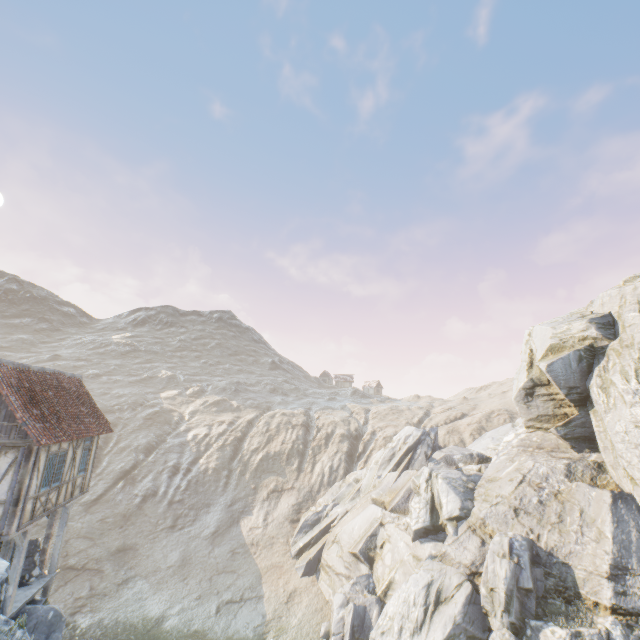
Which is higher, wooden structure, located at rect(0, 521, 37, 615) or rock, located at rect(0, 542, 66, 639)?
wooden structure, located at rect(0, 521, 37, 615)

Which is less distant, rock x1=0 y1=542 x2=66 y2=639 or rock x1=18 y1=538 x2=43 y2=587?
rock x1=0 y1=542 x2=66 y2=639

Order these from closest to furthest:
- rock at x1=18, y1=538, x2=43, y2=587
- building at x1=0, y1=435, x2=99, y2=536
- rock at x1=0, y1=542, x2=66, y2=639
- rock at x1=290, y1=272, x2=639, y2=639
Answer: rock at x1=0, y1=542, x2=66, y2=639
building at x1=0, y1=435, x2=99, y2=536
rock at x1=18, y1=538, x2=43, y2=587
rock at x1=290, y1=272, x2=639, y2=639

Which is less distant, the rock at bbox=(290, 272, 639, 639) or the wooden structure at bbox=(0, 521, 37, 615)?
the wooden structure at bbox=(0, 521, 37, 615)

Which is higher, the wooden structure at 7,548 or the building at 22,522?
the building at 22,522

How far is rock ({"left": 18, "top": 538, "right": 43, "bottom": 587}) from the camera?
13.7m

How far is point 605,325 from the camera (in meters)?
20.19

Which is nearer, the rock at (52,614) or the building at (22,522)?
the rock at (52,614)
